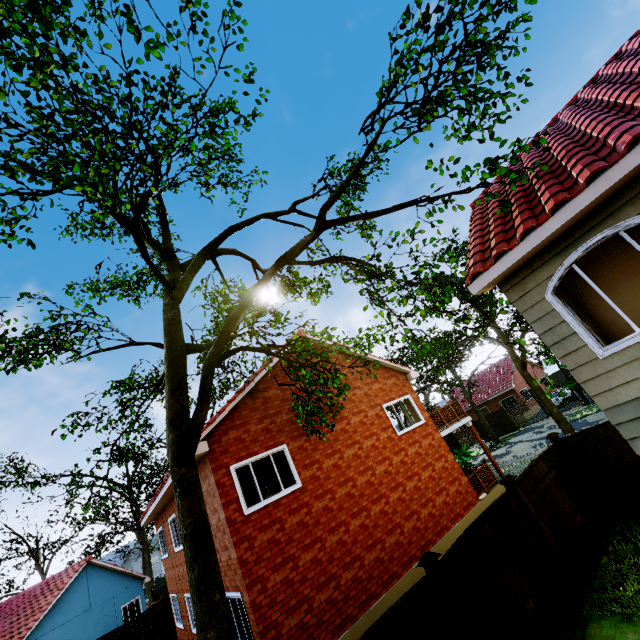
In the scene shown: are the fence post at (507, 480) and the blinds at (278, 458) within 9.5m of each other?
yes

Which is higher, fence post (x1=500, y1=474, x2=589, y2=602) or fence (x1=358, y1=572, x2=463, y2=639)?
fence post (x1=500, y1=474, x2=589, y2=602)

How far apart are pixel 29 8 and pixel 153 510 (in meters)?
17.05

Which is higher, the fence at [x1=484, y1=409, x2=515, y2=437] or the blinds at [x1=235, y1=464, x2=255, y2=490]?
the blinds at [x1=235, y1=464, x2=255, y2=490]

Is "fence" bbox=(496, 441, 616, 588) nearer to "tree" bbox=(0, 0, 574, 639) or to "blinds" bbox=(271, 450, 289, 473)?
"tree" bbox=(0, 0, 574, 639)

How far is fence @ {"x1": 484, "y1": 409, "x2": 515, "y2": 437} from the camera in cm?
3222

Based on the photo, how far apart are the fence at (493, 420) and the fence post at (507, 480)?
28.7m

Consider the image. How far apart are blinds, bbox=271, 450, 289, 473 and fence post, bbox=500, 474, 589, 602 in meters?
6.2
